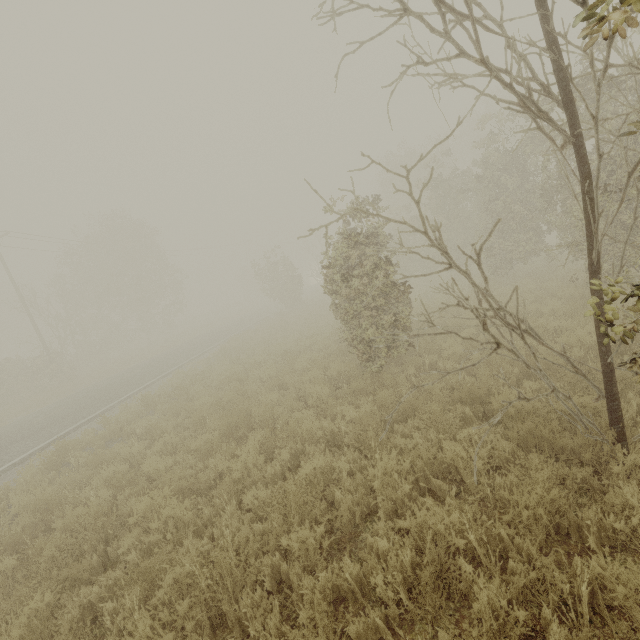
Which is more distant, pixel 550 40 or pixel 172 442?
pixel 172 442

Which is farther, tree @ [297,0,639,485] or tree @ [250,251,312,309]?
tree @ [250,251,312,309]

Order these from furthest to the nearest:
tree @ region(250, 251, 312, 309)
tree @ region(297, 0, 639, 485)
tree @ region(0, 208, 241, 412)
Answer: tree @ region(250, 251, 312, 309)
tree @ region(0, 208, 241, 412)
tree @ region(297, 0, 639, 485)

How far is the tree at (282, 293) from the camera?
28.7 meters

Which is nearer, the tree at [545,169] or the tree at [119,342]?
the tree at [545,169]

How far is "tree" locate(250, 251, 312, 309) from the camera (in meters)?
28.66
